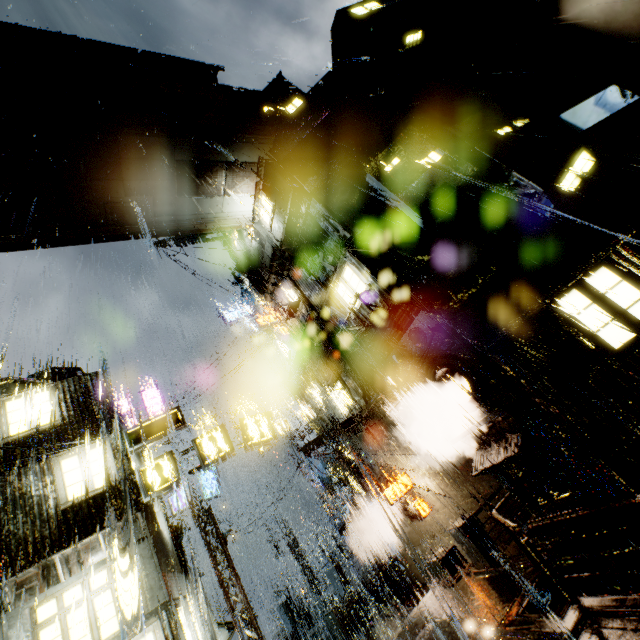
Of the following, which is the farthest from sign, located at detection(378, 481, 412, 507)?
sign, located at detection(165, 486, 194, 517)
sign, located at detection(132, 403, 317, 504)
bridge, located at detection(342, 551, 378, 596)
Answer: sign, located at detection(165, 486, 194, 517)

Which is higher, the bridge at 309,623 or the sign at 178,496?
the sign at 178,496

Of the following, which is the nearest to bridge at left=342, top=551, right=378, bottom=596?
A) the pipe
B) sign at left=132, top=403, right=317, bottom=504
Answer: the pipe

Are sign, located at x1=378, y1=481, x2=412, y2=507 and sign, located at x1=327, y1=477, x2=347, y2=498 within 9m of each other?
yes

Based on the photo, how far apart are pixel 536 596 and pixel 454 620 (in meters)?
2.79

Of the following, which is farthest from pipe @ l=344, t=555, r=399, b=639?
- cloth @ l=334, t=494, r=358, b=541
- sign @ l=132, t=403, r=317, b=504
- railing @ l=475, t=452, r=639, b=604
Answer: railing @ l=475, t=452, r=639, b=604

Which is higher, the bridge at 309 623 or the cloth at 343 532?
the cloth at 343 532

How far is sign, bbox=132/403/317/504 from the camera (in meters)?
12.00
